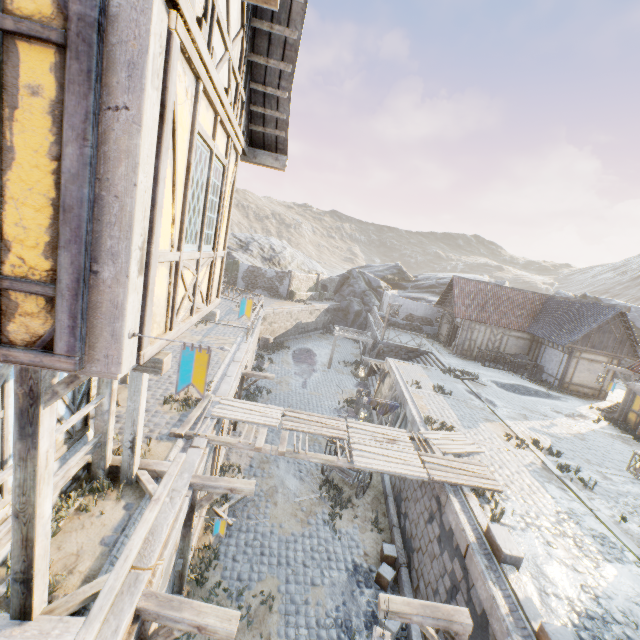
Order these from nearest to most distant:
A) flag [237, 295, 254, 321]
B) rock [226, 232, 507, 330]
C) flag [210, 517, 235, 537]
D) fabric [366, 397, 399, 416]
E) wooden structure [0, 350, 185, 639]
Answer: wooden structure [0, 350, 185, 639]
flag [237, 295, 254, 321]
flag [210, 517, 235, 537]
fabric [366, 397, 399, 416]
rock [226, 232, 507, 330]

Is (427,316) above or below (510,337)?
below

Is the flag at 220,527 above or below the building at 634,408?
below

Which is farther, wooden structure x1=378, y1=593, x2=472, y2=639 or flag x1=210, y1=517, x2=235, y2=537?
flag x1=210, y1=517, x2=235, y2=537

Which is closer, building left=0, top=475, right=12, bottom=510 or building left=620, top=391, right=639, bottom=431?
building left=0, top=475, right=12, bottom=510

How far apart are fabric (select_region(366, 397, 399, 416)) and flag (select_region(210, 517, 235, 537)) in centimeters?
800cm

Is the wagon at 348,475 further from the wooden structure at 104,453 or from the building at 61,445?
the building at 61,445

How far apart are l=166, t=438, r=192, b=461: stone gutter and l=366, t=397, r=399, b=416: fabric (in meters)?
7.89
